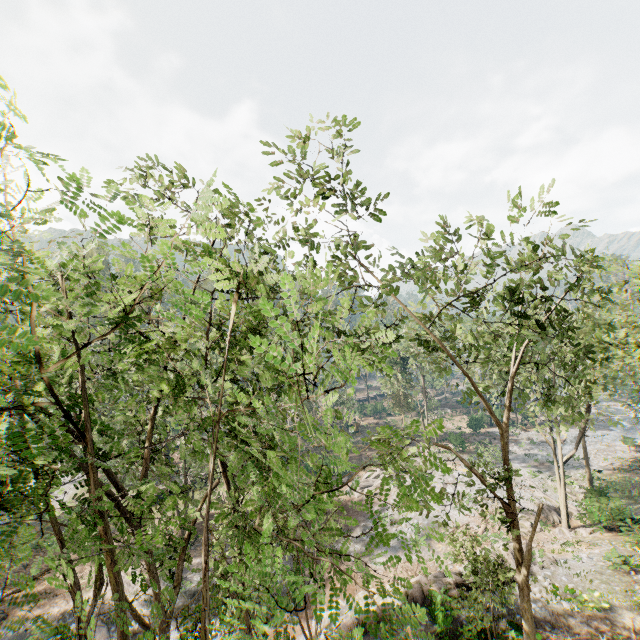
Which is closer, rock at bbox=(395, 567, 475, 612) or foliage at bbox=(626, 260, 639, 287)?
foliage at bbox=(626, 260, 639, 287)

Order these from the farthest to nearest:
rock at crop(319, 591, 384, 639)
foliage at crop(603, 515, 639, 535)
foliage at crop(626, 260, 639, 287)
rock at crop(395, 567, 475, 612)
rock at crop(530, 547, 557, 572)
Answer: rock at crop(530, 547, 557, 572)
foliage at crop(603, 515, 639, 535)
rock at crop(319, 591, 384, 639)
rock at crop(395, 567, 475, 612)
foliage at crop(626, 260, 639, 287)

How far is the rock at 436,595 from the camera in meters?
15.6

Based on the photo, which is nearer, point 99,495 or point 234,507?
point 99,495

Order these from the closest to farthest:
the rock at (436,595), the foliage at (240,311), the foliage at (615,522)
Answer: the foliage at (240,311)
the rock at (436,595)
the foliage at (615,522)

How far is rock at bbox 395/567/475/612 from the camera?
15.65m
